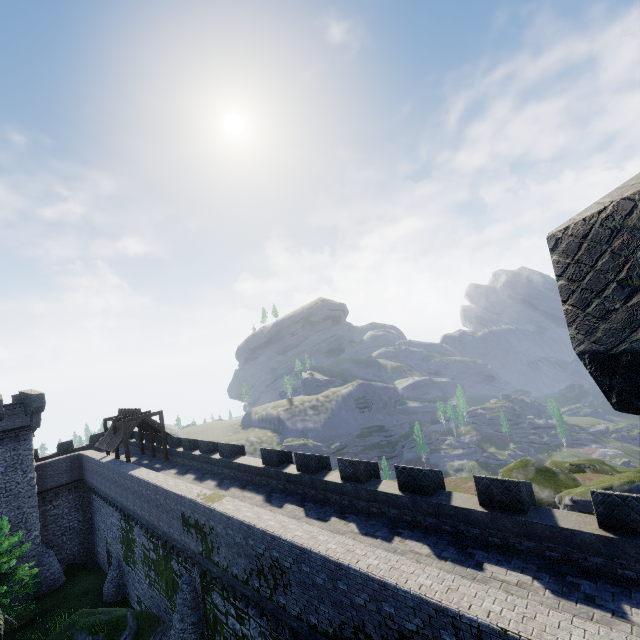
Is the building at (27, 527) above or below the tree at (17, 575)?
above

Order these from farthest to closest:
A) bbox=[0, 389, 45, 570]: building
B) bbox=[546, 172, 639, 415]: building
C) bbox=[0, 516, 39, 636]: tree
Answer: bbox=[0, 389, 45, 570]: building
bbox=[0, 516, 39, 636]: tree
bbox=[546, 172, 639, 415]: building

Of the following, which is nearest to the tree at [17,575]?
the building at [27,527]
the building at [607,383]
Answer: the building at [27,527]

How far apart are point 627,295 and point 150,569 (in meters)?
28.62

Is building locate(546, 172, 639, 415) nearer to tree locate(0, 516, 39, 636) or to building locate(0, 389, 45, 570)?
tree locate(0, 516, 39, 636)

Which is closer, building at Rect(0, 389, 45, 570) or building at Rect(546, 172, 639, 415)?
building at Rect(546, 172, 639, 415)

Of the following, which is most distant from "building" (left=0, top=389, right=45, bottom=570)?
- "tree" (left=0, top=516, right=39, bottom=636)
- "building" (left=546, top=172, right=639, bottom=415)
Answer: "building" (left=546, top=172, right=639, bottom=415)
